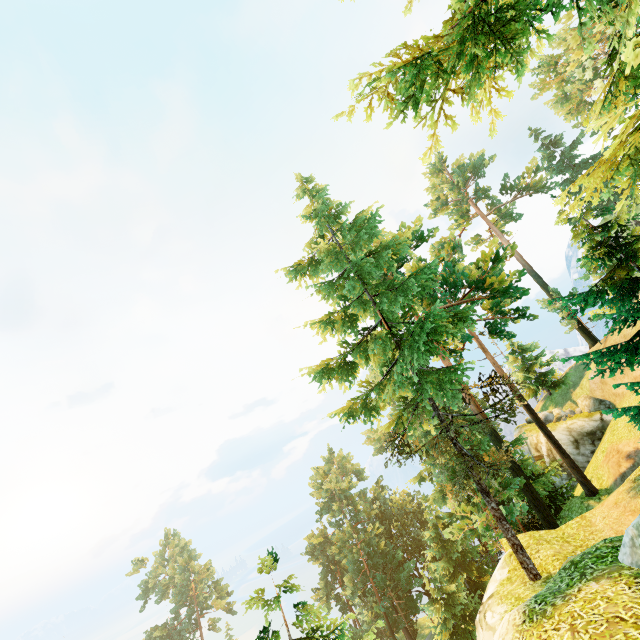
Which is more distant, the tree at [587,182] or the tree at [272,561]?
the tree at [272,561]

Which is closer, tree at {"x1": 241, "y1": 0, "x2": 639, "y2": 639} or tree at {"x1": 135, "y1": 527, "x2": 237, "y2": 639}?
tree at {"x1": 241, "y1": 0, "x2": 639, "y2": 639}

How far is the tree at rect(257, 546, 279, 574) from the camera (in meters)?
8.04

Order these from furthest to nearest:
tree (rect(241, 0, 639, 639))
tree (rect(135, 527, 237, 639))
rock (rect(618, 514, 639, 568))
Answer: tree (rect(135, 527, 237, 639)) → rock (rect(618, 514, 639, 568)) → tree (rect(241, 0, 639, 639))

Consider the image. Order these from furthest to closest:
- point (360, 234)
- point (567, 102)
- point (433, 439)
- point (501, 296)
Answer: point (567, 102)
point (501, 296)
point (360, 234)
point (433, 439)
